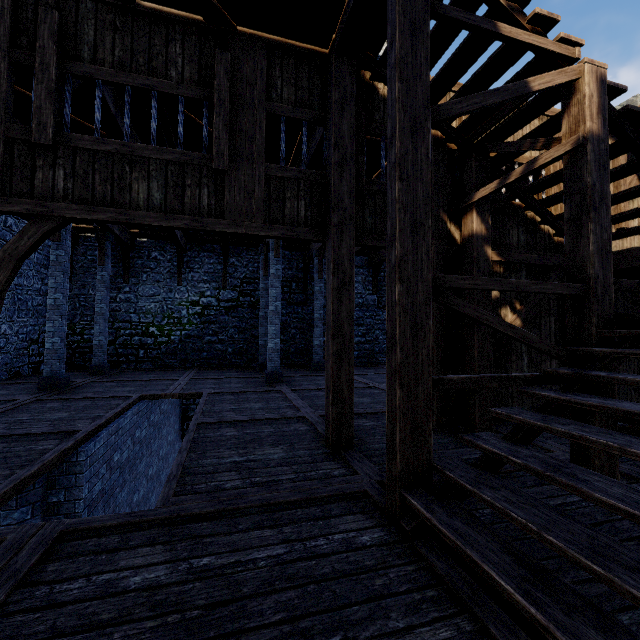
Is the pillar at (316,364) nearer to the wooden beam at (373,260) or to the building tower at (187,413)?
the building tower at (187,413)

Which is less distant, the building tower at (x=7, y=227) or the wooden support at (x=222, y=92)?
the wooden support at (x=222, y=92)

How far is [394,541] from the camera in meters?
2.5 m

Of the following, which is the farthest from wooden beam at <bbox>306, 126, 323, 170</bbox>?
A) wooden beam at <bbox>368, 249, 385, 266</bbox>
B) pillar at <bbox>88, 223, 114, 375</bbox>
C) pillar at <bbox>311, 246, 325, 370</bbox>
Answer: pillar at <bbox>88, 223, 114, 375</bbox>

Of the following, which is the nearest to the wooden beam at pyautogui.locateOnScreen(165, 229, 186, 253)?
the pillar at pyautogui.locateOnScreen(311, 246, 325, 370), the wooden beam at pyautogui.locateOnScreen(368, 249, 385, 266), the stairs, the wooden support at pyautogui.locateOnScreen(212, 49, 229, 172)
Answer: the wooden support at pyautogui.locateOnScreen(212, 49, 229, 172)

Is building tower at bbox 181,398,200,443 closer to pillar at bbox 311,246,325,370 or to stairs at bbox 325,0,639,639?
stairs at bbox 325,0,639,639

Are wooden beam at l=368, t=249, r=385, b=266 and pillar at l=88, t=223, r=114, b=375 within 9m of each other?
no

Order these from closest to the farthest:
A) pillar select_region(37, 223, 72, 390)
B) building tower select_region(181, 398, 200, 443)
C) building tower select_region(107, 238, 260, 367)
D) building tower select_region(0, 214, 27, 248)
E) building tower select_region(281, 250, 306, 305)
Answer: pillar select_region(37, 223, 72, 390), building tower select_region(0, 214, 27, 248), building tower select_region(107, 238, 260, 367), building tower select_region(181, 398, 200, 443), building tower select_region(281, 250, 306, 305)
